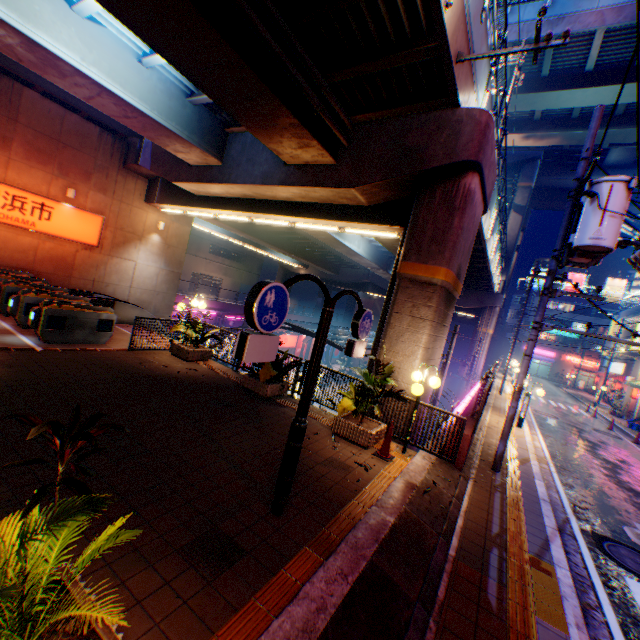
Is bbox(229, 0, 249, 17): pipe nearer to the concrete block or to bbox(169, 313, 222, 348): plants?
bbox(169, 313, 222, 348): plants

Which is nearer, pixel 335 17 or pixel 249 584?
pixel 249 584

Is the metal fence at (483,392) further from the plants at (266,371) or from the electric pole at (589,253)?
the electric pole at (589,253)

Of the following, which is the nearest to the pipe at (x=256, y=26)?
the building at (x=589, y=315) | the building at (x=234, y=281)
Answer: the building at (x=234, y=281)

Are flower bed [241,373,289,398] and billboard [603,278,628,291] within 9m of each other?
no

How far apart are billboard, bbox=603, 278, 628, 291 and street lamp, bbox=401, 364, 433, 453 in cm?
6960

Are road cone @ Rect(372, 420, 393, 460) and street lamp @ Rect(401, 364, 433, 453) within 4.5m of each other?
yes

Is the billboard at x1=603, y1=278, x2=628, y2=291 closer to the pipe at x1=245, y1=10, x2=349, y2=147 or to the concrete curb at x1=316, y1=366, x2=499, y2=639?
the concrete curb at x1=316, y1=366, x2=499, y2=639
